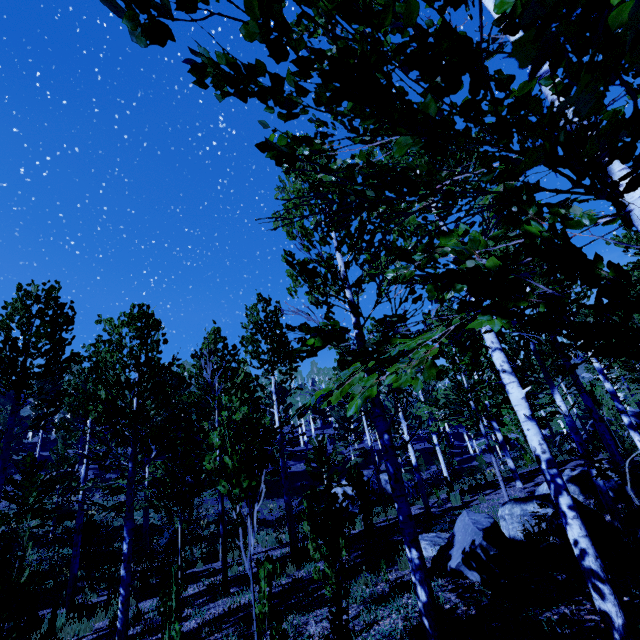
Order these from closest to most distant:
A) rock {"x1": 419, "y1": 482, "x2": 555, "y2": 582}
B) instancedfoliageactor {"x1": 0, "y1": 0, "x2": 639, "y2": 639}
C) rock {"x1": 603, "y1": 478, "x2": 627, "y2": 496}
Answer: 1. instancedfoliageactor {"x1": 0, "y1": 0, "x2": 639, "y2": 639}
2. rock {"x1": 419, "y1": 482, "x2": 555, "y2": 582}
3. rock {"x1": 603, "y1": 478, "x2": 627, "y2": 496}

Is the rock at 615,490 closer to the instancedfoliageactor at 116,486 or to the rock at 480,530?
the instancedfoliageactor at 116,486

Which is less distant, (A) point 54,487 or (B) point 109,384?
(B) point 109,384

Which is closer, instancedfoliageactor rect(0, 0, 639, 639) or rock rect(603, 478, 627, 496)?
instancedfoliageactor rect(0, 0, 639, 639)

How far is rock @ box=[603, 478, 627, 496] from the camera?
8.7m

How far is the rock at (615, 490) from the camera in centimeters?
867cm

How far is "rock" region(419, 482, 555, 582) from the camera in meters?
5.0

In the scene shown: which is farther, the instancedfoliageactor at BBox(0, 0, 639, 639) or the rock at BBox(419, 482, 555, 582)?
the rock at BBox(419, 482, 555, 582)
